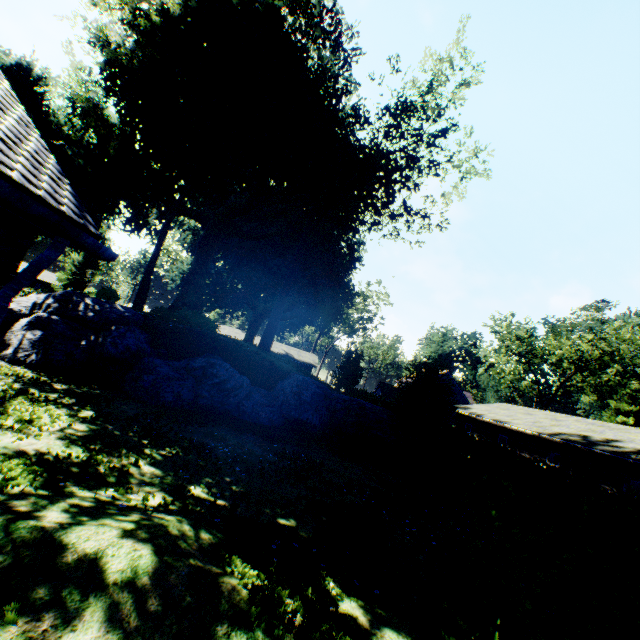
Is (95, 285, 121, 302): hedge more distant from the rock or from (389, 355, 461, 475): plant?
the rock

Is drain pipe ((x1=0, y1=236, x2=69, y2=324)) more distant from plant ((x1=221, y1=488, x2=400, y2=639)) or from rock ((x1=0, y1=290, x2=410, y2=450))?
plant ((x1=221, y1=488, x2=400, y2=639))

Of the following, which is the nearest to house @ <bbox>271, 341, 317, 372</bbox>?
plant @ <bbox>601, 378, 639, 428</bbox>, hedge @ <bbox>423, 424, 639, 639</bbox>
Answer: hedge @ <bbox>423, 424, 639, 639</bbox>

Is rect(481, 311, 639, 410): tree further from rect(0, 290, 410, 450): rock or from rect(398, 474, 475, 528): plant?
rect(0, 290, 410, 450): rock

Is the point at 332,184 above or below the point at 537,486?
above

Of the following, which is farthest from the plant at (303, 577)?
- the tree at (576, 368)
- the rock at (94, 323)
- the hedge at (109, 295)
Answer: the tree at (576, 368)

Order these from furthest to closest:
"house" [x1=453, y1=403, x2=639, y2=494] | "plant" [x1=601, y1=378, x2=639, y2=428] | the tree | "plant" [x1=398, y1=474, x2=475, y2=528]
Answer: "plant" [x1=601, y1=378, x2=639, y2=428] → the tree → "house" [x1=453, y1=403, x2=639, y2=494] → "plant" [x1=398, y1=474, x2=475, y2=528]

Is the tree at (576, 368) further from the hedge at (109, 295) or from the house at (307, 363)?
the hedge at (109, 295)
